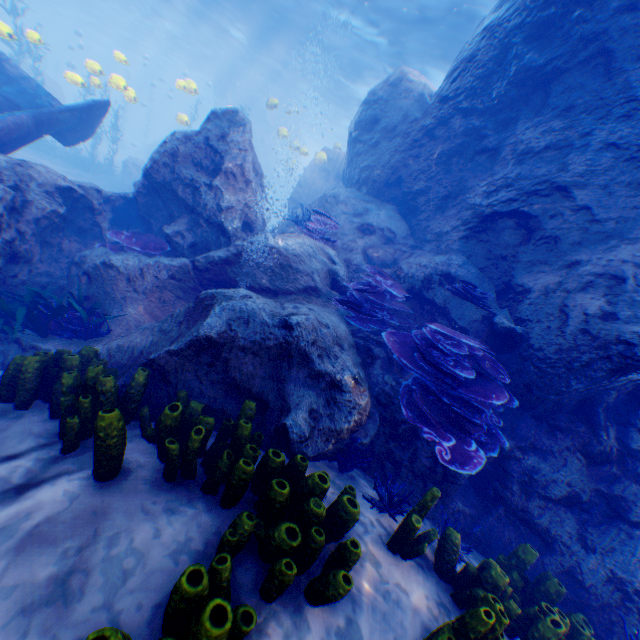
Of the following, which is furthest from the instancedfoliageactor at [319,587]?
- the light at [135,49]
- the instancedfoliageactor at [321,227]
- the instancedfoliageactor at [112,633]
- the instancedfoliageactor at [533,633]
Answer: the light at [135,49]

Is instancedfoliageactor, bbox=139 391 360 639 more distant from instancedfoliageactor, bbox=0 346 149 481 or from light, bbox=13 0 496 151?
light, bbox=13 0 496 151

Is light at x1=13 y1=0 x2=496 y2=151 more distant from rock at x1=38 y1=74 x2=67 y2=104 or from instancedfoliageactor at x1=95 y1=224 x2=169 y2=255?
instancedfoliageactor at x1=95 y1=224 x2=169 y2=255

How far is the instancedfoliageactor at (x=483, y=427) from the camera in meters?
4.0

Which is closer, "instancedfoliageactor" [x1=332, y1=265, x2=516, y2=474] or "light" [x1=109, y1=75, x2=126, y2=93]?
"instancedfoliageactor" [x1=332, y1=265, x2=516, y2=474]

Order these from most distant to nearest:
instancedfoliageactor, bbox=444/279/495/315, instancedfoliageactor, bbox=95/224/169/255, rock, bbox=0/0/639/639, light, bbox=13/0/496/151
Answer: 1. light, bbox=13/0/496/151
2. instancedfoliageactor, bbox=95/224/169/255
3. instancedfoliageactor, bbox=444/279/495/315
4. rock, bbox=0/0/639/639

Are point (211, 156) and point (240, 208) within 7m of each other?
yes

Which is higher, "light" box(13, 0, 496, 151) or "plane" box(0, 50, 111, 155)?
"light" box(13, 0, 496, 151)
